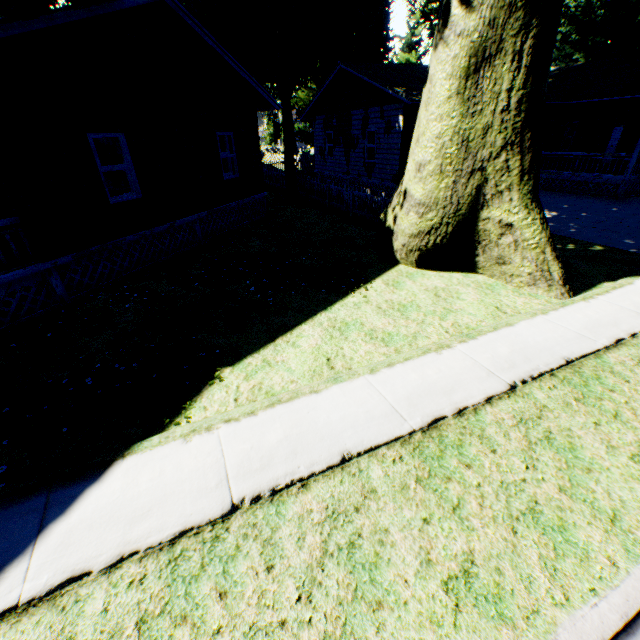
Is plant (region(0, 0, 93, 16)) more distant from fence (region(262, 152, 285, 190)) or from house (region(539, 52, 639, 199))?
house (region(539, 52, 639, 199))

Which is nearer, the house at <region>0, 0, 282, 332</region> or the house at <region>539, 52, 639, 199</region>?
the house at <region>0, 0, 282, 332</region>

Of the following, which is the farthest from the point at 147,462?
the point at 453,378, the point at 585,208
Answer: the point at 585,208

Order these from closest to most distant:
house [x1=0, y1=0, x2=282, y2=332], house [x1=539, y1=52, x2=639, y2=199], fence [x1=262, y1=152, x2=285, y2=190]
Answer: house [x1=0, y1=0, x2=282, y2=332]
house [x1=539, y1=52, x2=639, y2=199]
fence [x1=262, y1=152, x2=285, y2=190]

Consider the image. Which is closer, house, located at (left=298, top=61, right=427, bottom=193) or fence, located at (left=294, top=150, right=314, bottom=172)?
house, located at (left=298, top=61, right=427, bottom=193)

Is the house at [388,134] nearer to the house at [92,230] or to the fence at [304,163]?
the fence at [304,163]

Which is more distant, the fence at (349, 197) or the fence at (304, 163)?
the fence at (304, 163)
